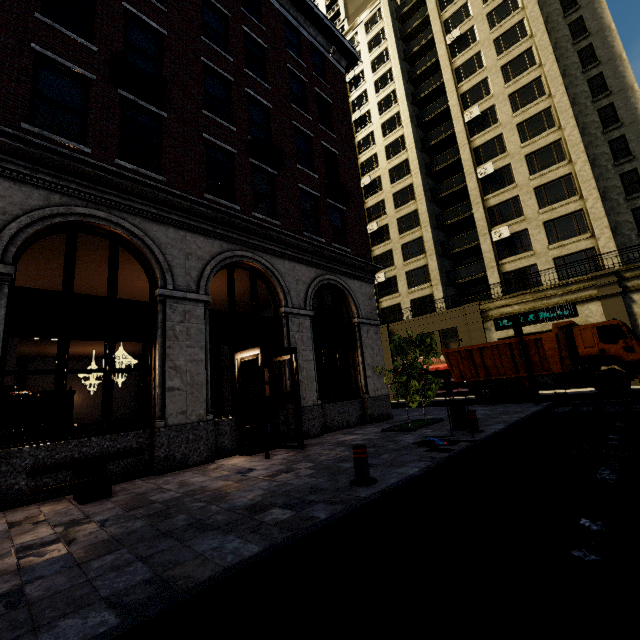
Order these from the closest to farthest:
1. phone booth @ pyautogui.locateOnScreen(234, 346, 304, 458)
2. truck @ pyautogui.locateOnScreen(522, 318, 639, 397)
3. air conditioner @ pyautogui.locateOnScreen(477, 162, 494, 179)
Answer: phone booth @ pyautogui.locateOnScreen(234, 346, 304, 458), truck @ pyautogui.locateOnScreen(522, 318, 639, 397), air conditioner @ pyautogui.locateOnScreen(477, 162, 494, 179)

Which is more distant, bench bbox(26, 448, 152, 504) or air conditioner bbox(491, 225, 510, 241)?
air conditioner bbox(491, 225, 510, 241)

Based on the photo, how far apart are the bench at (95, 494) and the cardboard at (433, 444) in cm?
553

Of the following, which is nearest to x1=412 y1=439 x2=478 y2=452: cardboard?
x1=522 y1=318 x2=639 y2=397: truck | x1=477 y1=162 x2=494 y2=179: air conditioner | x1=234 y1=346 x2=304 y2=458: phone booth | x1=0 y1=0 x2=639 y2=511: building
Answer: x1=234 y1=346 x2=304 y2=458: phone booth

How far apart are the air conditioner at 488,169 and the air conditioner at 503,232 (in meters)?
5.01

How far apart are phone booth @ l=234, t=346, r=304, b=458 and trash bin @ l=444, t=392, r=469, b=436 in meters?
3.8 m

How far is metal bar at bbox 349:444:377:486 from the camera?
4.9 meters

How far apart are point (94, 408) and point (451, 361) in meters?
31.9
